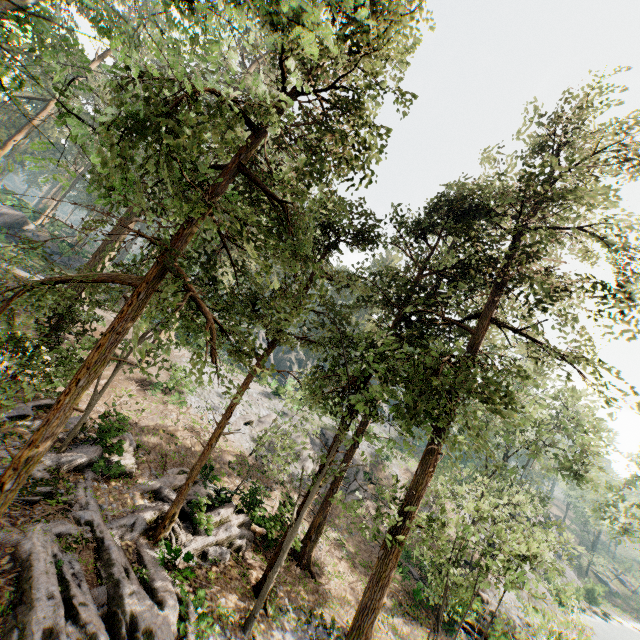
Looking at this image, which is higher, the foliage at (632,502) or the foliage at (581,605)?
the foliage at (632,502)

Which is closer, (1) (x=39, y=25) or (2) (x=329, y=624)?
(1) (x=39, y=25)

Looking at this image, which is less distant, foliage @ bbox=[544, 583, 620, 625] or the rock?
foliage @ bbox=[544, 583, 620, 625]

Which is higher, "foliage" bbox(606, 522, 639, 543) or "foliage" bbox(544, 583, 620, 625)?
"foliage" bbox(606, 522, 639, 543)

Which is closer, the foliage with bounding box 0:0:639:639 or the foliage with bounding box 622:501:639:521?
→ the foliage with bounding box 0:0:639:639

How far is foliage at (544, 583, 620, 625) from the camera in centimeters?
1207cm
